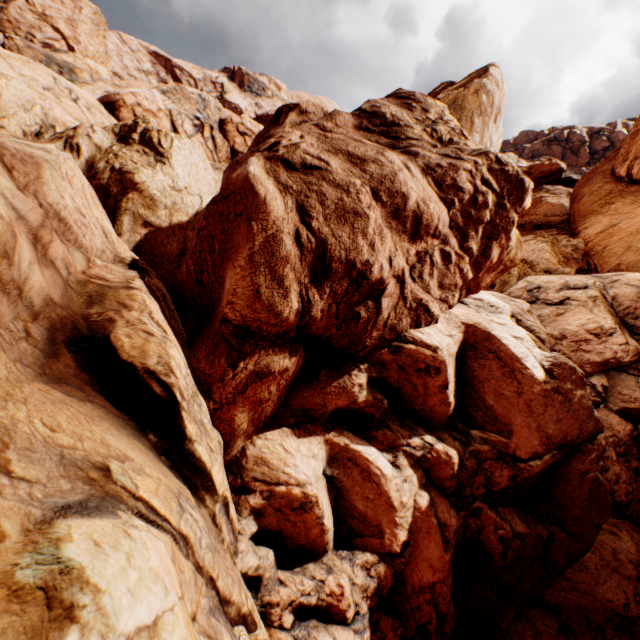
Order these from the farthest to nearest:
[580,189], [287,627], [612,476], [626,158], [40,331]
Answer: [580,189], [626,158], [612,476], [287,627], [40,331]
